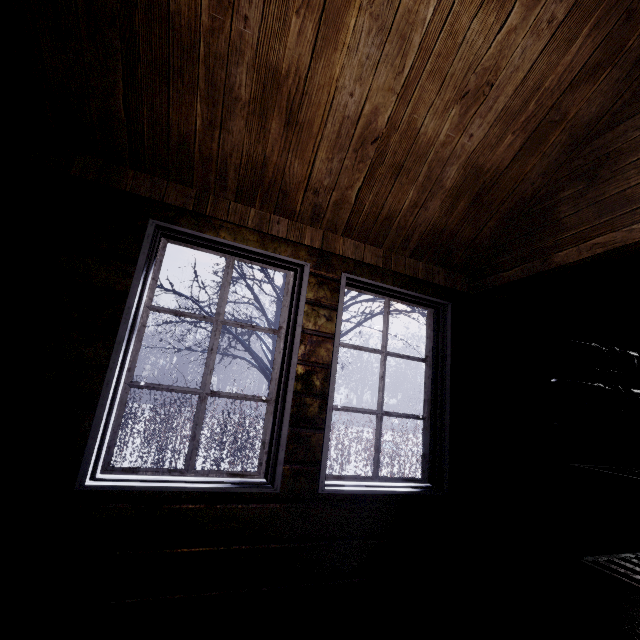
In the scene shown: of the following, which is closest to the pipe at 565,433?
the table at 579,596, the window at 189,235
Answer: the table at 579,596

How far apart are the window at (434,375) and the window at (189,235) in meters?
0.2

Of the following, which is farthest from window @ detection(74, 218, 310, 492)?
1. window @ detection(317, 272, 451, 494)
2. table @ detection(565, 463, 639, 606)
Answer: table @ detection(565, 463, 639, 606)

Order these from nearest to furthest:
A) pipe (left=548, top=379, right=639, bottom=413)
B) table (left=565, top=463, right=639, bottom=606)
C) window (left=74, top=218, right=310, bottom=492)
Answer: window (left=74, top=218, right=310, bottom=492) → table (left=565, top=463, right=639, bottom=606) → pipe (left=548, top=379, right=639, bottom=413)

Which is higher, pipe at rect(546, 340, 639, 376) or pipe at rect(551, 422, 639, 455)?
pipe at rect(546, 340, 639, 376)

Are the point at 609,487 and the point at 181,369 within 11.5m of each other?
no

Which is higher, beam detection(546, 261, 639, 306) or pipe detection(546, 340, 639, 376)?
beam detection(546, 261, 639, 306)

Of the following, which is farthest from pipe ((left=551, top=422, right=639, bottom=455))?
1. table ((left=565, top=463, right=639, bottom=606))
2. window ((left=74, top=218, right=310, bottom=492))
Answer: window ((left=74, top=218, right=310, bottom=492))
